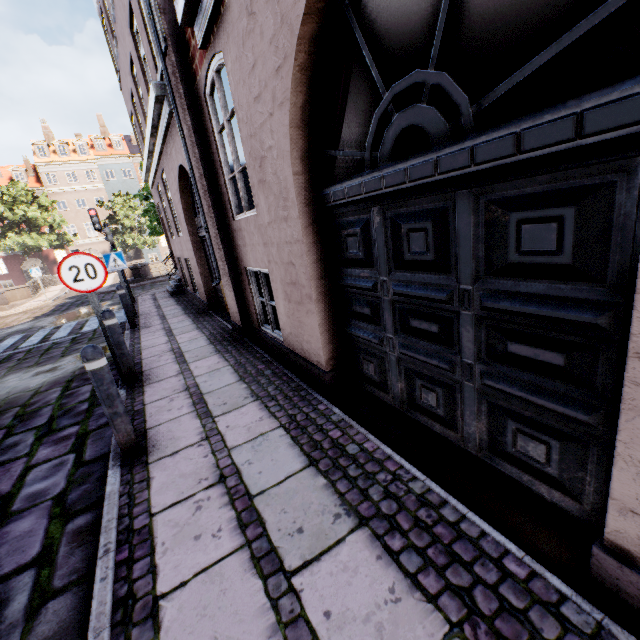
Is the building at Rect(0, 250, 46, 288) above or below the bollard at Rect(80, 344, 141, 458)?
above

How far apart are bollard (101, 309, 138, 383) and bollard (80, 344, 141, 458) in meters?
1.8 m

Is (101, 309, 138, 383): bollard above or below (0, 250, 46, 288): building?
below

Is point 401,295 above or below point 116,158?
below

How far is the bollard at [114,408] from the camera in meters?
2.7

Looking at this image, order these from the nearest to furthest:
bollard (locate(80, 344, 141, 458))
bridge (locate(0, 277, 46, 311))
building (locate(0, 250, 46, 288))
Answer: bollard (locate(80, 344, 141, 458)), bridge (locate(0, 277, 46, 311)), building (locate(0, 250, 46, 288))

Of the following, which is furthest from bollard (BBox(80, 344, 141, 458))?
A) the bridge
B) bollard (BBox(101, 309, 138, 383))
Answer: the bridge

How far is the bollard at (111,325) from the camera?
4.45m
